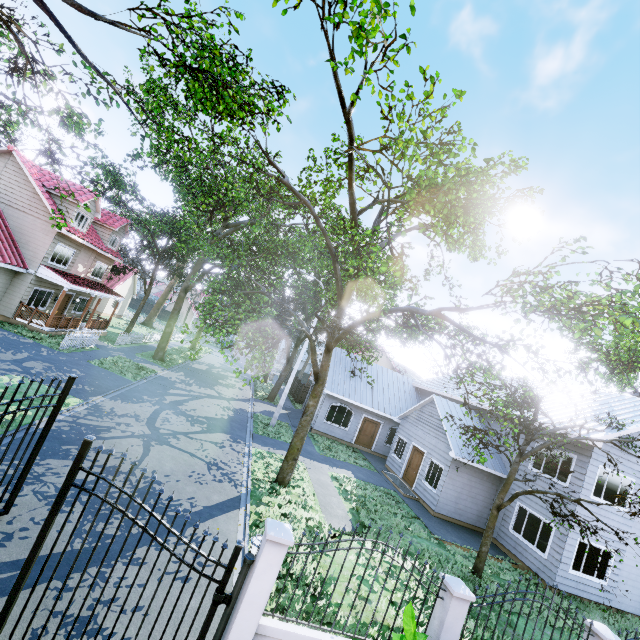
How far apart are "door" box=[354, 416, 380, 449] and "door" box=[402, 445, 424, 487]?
4.4m

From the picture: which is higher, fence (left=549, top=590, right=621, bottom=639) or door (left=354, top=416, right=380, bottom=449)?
fence (left=549, top=590, right=621, bottom=639)

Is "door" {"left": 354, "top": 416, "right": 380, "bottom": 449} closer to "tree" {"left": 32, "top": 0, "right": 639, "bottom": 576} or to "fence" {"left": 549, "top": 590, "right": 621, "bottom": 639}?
"tree" {"left": 32, "top": 0, "right": 639, "bottom": 576}

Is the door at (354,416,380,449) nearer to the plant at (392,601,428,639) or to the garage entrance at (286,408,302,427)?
the garage entrance at (286,408,302,427)

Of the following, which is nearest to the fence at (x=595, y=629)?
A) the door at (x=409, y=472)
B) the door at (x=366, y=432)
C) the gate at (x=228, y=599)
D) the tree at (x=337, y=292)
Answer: the gate at (x=228, y=599)

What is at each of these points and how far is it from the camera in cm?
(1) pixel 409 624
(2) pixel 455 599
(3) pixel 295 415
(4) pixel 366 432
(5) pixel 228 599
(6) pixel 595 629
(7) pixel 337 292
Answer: (1) plant, 495
(2) fence, 529
(3) garage entrance, 2591
(4) door, 2378
(5) gate, 473
(6) fence, 598
(7) tree, 1305

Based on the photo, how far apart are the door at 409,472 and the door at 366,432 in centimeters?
441cm

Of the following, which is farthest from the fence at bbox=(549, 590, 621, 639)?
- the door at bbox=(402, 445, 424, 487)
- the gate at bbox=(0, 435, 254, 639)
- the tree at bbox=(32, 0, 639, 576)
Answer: the door at bbox=(402, 445, 424, 487)
